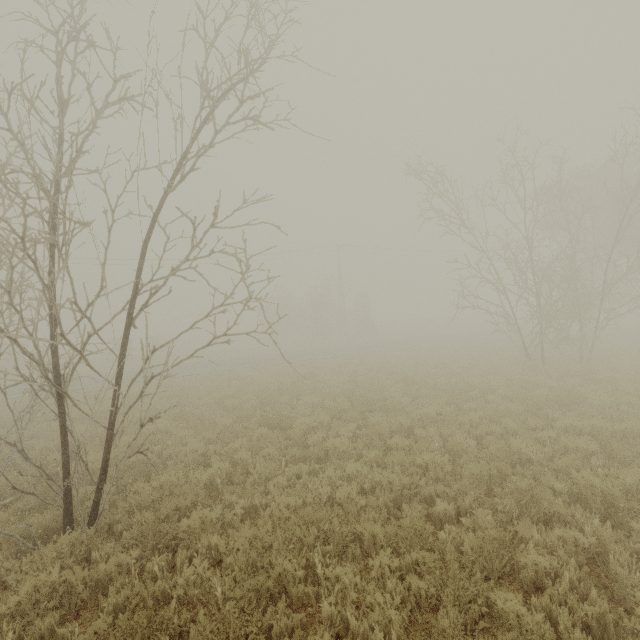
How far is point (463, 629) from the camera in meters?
3.5
